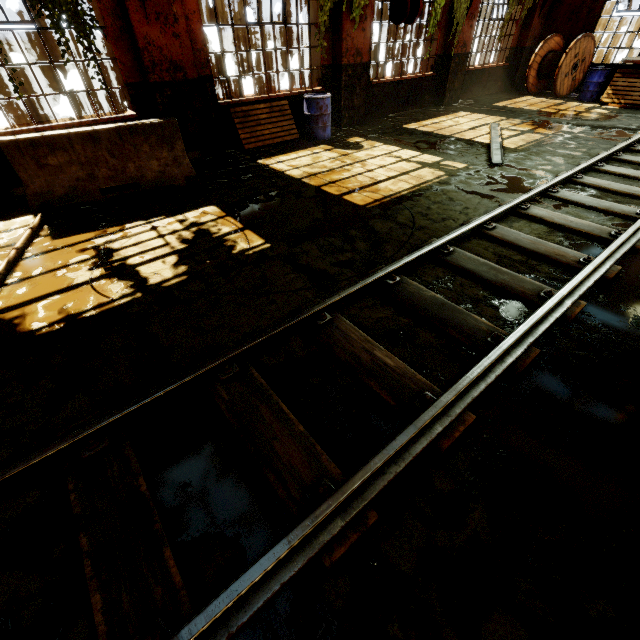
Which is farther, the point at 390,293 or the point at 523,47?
the point at 523,47

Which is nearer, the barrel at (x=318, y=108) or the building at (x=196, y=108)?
the building at (x=196, y=108)

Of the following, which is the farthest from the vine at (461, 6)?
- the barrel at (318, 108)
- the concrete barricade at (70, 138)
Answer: the concrete barricade at (70, 138)

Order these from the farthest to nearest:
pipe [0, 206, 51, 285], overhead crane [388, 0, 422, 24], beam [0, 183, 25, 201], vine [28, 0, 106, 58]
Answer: beam [0, 183, 25, 201], vine [28, 0, 106, 58], pipe [0, 206, 51, 285], overhead crane [388, 0, 422, 24]

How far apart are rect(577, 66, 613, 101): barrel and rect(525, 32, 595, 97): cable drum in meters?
0.9 m

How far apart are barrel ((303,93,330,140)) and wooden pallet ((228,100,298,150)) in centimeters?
24cm

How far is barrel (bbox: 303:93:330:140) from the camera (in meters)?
8.00

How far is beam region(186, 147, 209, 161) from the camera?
7.2 meters
